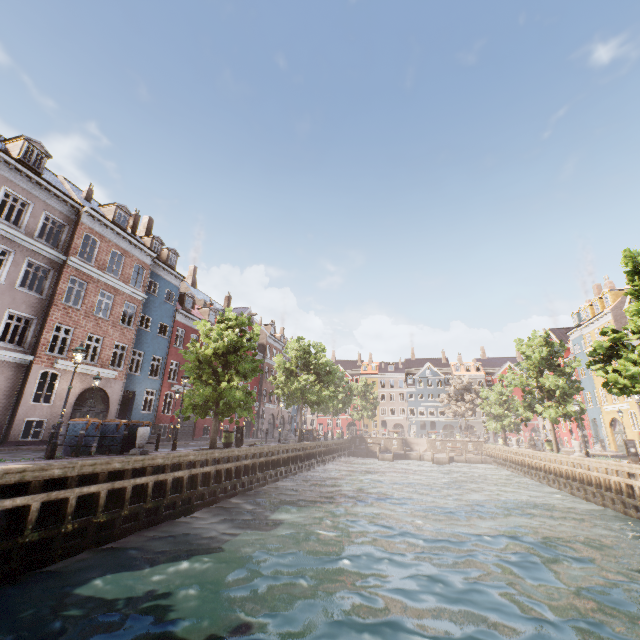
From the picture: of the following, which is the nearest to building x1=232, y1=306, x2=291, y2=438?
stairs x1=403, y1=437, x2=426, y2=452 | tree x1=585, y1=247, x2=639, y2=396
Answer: tree x1=585, y1=247, x2=639, y2=396

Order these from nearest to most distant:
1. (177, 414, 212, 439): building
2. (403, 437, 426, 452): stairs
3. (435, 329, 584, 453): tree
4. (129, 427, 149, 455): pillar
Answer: (129, 427, 149, 455): pillar < (435, 329, 584, 453): tree < (177, 414, 212, 439): building < (403, 437, 426, 452): stairs

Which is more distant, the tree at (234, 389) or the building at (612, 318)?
the building at (612, 318)

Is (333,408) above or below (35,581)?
above

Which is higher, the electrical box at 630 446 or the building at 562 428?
the building at 562 428

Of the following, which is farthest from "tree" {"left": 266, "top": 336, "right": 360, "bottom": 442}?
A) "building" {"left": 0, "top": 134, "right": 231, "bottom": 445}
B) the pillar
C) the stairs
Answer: the stairs

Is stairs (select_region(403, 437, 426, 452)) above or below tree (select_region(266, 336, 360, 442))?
below

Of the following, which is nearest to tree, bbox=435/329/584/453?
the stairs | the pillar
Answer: the pillar
